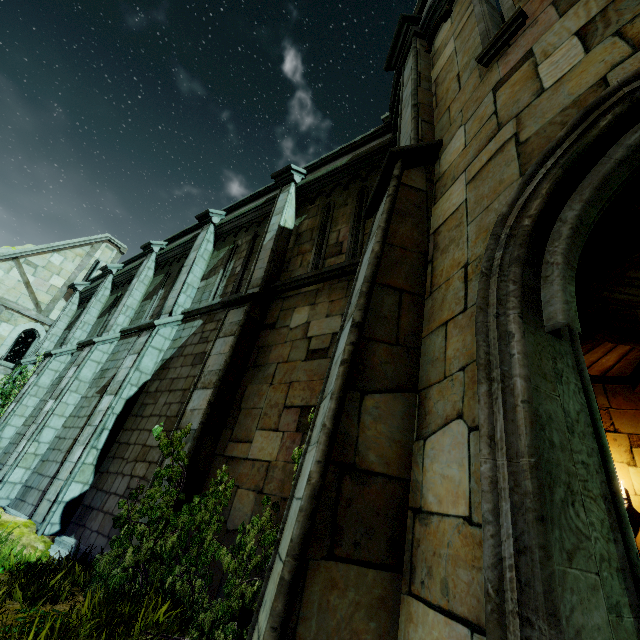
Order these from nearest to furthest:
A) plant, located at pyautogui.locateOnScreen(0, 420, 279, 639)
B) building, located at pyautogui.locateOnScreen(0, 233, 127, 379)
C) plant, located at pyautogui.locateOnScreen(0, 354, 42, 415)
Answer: plant, located at pyautogui.locateOnScreen(0, 420, 279, 639) < plant, located at pyautogui.locateOnScreen(0, 354, 42, 415) < building, located at pyautogui.locateOnScreen(0, 233, 127, 379)

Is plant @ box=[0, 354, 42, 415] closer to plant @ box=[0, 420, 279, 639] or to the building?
the building

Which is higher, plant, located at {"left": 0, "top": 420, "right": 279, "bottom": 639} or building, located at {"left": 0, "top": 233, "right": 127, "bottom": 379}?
building, located at {"left": 0, "top": 233, "right": 127, "bottom": 379}

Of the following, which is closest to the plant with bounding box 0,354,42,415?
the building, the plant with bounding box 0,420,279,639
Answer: the building

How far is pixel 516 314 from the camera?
1.84m

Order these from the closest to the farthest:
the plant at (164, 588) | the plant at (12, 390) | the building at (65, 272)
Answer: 1. the plant at (164, 588)
2. the plant at (12, 390)
3. the building at (65, 272)

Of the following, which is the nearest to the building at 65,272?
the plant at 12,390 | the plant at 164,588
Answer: the plant at 12,390
